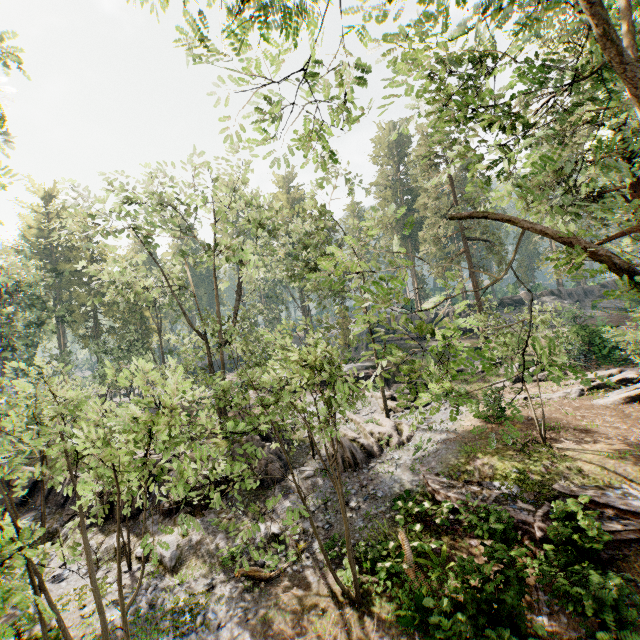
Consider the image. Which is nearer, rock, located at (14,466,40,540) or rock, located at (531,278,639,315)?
rock, located at (14,466,40,540)

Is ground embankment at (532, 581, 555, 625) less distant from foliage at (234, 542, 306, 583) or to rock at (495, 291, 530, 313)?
foliage at (234, 542, 306, 583)

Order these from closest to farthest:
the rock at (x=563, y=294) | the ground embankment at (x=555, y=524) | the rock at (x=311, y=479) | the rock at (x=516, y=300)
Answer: the ground embankment at (x=555, y=524), the rock at (x=311, y=479), the rock at (x=563, y=294), the rock at (x=516, y=300)

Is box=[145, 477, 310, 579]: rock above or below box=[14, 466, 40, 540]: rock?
below

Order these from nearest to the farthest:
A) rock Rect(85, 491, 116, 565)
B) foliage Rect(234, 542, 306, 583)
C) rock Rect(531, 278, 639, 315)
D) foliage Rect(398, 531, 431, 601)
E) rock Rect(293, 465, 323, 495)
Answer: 1. foliage Rect(234, 542, 306, 583)
2. foliage Rect(398, 531, 431, 601)
3. rock Rect(85, 491, 116, 565)
4. rock Rect(293, 465, 323, 495)
5. rock Rect(531, 278, 639, 315)

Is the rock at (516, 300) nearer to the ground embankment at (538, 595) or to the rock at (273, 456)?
the rock at (273, 456)

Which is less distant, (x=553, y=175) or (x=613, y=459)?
(x=613, y=459)

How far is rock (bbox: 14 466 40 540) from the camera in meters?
17.2 m
